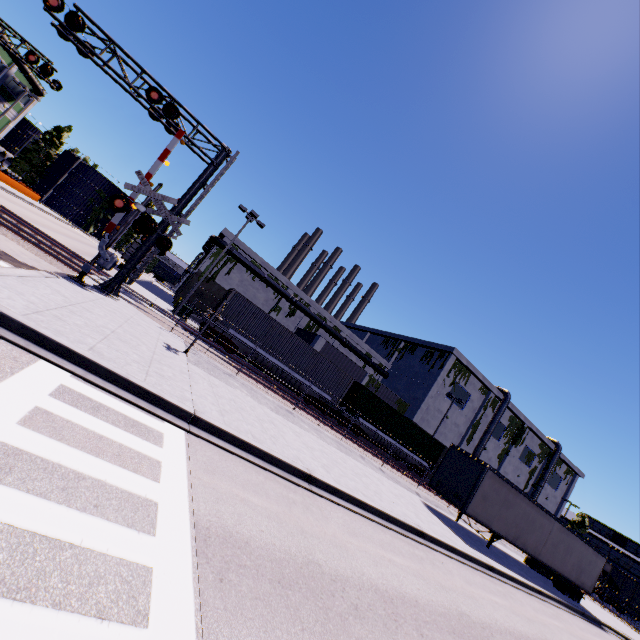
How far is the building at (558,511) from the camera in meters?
54.4 m

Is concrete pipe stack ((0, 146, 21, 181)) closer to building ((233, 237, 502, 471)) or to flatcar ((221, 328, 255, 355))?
building ((233, 237, 502, 471))

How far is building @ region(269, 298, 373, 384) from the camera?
36.4m

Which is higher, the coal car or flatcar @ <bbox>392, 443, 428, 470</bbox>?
the coal car

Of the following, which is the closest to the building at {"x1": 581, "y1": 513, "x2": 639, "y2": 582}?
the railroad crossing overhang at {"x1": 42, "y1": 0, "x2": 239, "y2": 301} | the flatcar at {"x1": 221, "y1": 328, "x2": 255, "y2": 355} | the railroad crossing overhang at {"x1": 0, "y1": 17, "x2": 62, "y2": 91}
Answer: the flatcar at {"x1": 221, "y1": 328, "x2": 255, "y2": 355}

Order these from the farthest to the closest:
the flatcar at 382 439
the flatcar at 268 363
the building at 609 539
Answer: the building at 609 539 → the flatcar at 382 439 → the flatcar at 268 363

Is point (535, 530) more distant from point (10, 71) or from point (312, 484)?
point (10, 71)

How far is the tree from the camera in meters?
52.3 m
